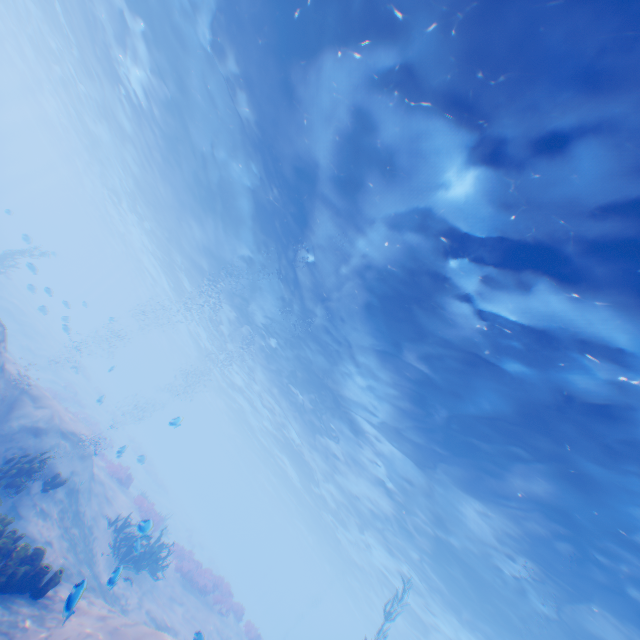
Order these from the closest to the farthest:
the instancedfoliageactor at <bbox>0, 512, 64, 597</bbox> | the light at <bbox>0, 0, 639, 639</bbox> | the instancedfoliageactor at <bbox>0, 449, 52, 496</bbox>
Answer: the instancedfoliageactor at <bbox>0, 512, 64, 597</bbox> → the light at <bbox>0, 0, 639, 639</bbox> → the instancedfoliageactor at <bbox>0, 449, 52, 496</bbox>

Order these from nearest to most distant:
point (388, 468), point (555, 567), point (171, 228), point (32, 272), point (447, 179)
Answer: point (447, 179) < point (555, 567) < point (388, 468) < point (171, 228) < point (32, 272)

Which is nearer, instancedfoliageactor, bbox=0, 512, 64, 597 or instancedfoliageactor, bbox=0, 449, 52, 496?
instancedfoliageactor, bbox=0, 512, 64, 597

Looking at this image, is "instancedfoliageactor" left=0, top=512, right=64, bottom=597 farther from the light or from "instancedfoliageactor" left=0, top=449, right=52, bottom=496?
the light

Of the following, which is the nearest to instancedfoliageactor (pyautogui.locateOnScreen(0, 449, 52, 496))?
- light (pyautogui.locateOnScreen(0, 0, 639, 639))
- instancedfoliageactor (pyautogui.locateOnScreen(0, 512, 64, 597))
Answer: instancedfoliageactor (pyautogui.locateOnScreen(0, 512, 64, 597))

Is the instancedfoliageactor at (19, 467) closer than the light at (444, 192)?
No

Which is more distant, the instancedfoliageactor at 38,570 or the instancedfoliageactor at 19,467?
the instancedfoliageactor at 19,467
